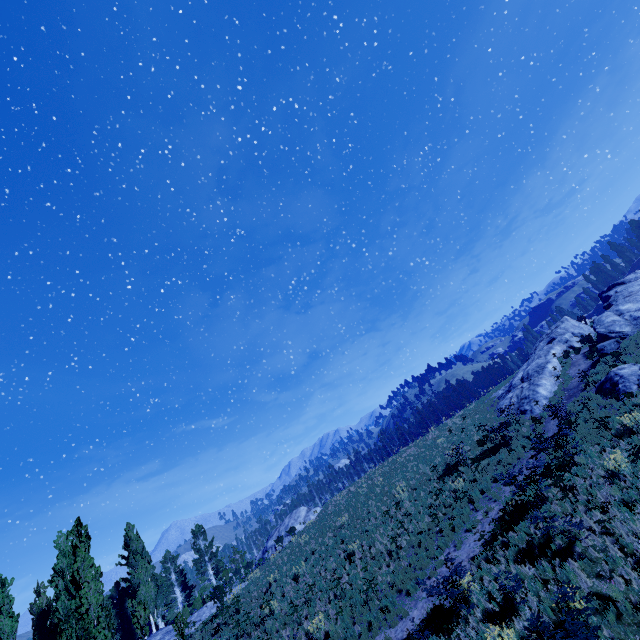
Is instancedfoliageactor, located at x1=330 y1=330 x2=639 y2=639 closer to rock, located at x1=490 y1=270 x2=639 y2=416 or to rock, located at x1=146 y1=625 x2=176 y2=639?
rock, located at x1=146 y1=625 x2=176 y2=639

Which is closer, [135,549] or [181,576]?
[135,549]

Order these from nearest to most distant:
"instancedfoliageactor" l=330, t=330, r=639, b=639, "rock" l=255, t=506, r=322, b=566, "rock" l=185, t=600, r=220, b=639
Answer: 1. "instancedfoliageactor" l=330, t=330, r=639, b=639
2. "rock" l=185, t=600, r=220, b=639
3. "rock" l=255, t=506, r=322, b=566

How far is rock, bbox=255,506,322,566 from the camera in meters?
40.0 m

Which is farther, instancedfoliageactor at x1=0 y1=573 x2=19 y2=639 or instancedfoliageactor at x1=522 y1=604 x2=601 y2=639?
instancedfoliageactor at x1=0 y1=573 x2=19 y2=639

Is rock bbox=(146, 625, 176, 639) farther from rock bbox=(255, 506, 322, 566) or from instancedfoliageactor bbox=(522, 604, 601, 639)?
rock bbox=(255, 506, 322, 566)

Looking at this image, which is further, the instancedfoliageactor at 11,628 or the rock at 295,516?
the rock at 295,516

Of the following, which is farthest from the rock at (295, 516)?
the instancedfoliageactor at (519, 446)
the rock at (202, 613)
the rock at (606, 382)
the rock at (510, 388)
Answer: the rock at (606, 382)
